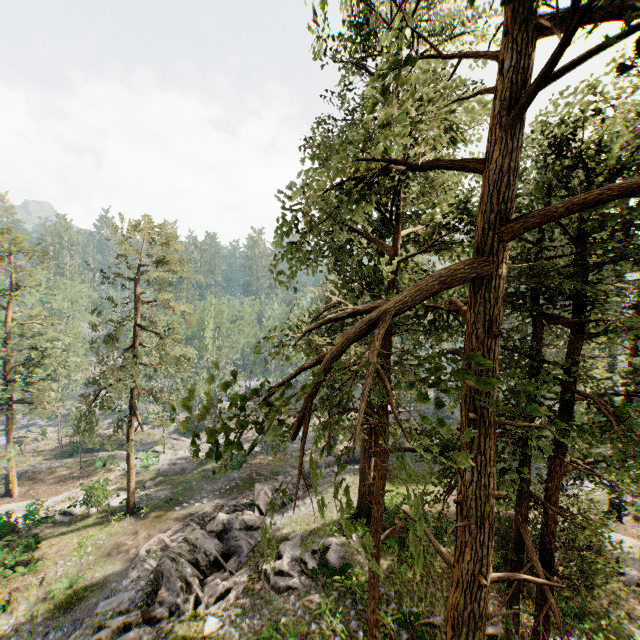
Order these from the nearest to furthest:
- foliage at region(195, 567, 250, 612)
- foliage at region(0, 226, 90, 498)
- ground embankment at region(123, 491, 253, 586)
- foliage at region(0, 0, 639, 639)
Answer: foliage at region(0, 0, 639, 639)
foliage at region(195, 567, 250, 612)
ground embankment at region(123, 491, 253, 586)
foliage at region(0, 226, 90, 498)

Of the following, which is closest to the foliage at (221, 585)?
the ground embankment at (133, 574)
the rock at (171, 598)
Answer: the rock at (171, 598)

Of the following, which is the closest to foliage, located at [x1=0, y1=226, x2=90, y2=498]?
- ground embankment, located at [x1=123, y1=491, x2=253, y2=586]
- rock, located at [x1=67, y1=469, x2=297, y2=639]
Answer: rock, located at [x1=67, y1=469, x2=297, y2=639]

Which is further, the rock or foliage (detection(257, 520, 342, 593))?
the rock

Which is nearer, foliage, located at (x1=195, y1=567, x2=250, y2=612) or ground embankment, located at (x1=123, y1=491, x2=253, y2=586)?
foliage, located at (x1=195, y1=567, x2=250, y2=612)

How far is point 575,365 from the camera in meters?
8.7 m

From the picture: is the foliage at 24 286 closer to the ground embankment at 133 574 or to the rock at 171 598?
the rock at 171 598
